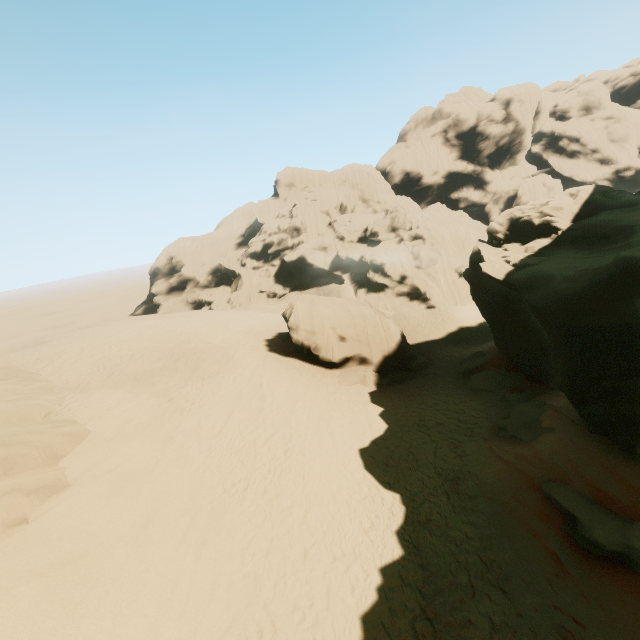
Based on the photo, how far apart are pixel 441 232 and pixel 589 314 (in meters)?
34.89

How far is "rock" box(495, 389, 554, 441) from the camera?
13.29m

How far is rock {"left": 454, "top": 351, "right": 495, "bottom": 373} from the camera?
21.98m

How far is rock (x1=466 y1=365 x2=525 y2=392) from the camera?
18.8m

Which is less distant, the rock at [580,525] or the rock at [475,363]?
the rock at [580,525]

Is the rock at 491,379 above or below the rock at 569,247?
below

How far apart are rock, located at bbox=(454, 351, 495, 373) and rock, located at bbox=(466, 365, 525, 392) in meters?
0.8 m

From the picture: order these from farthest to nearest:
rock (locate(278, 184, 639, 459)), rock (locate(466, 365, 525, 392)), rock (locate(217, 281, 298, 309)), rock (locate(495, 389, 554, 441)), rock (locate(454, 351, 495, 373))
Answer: rock (locate(217, 281, 298, 309)) → rock (locate(454, 351, 495, 373)) → rock (locate(466, 365, 525, 392)) → rock (locate(495, 389, 554, 441)) → rock (locate(278, 184, 639, 459))
